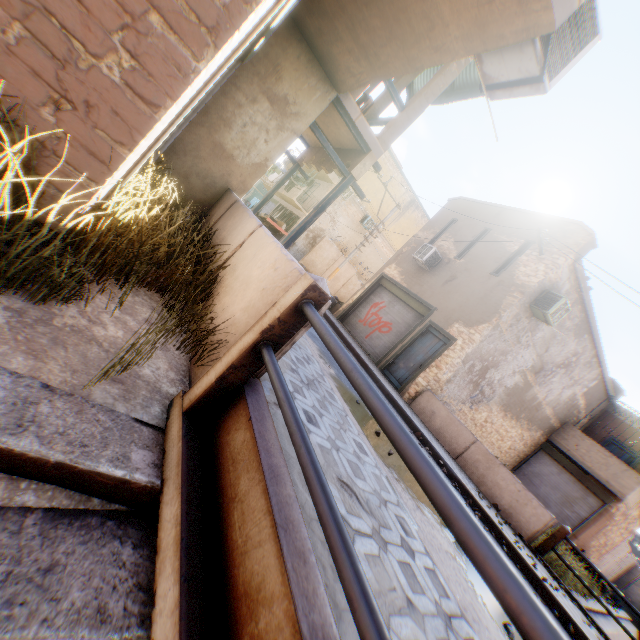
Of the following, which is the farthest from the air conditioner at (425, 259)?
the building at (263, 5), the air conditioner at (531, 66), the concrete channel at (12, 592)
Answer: the concrete channel at (12, 592)

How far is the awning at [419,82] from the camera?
10.1m

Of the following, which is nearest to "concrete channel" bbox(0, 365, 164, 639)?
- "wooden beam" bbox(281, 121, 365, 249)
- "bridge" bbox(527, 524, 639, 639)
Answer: "bridge" bbox(527, 524, 639, 639)

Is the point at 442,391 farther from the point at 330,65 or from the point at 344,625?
the point at 344,625

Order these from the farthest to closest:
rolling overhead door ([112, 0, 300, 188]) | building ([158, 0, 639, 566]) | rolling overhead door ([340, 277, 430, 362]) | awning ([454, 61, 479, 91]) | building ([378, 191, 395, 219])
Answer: building ([378, 191, 395, 219])
rolling overhead door ([340, 277, 430, 362])
awning ([454, 61, 479, 91])
building ([158, 0, 639, 566])
rolling overhead door ([112, 0, 300, 188])

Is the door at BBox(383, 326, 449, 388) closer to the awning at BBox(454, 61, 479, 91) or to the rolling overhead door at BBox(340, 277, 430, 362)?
the rolling overhead door at BBox(340, 277, 430, 362)

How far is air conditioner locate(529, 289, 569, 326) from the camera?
10.6m

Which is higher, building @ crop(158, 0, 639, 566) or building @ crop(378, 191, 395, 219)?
building @ crop(378, 191, 395, 219)
